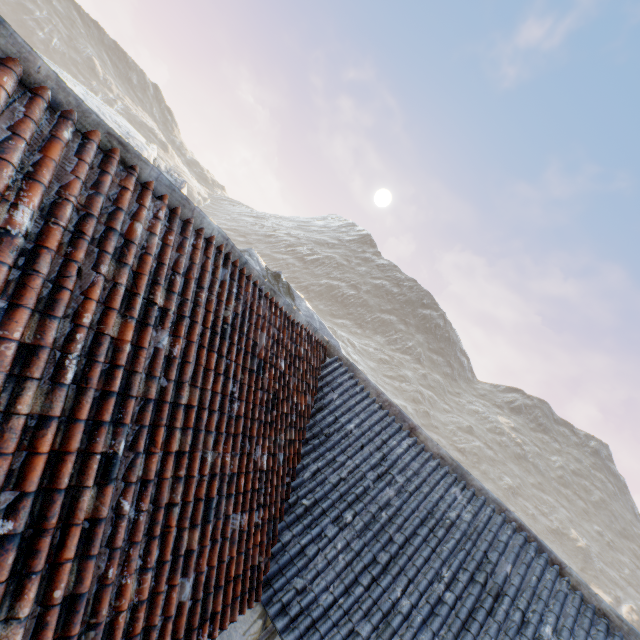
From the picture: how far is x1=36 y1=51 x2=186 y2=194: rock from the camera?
16.9m

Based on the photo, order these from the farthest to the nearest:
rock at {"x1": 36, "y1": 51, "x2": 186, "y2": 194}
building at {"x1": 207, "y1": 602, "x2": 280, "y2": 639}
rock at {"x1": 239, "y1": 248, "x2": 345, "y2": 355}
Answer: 1. rock at {"x1": 239, "y1": 248, "x2": 345, "y2": 355}
2. rock at {"x1": 36, "y1": 51, "x2": 186, "y2": 194}
3. building at {"x1": 207, "y1": 602, "x2": 280, "y2": 639}

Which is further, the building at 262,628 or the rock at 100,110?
the rock at 100,110

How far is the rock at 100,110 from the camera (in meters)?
16.88

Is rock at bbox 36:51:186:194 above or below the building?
above

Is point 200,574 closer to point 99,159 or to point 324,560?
point 324,560

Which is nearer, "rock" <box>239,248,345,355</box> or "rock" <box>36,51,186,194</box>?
"rock" <box>36,51,186,194</box>
